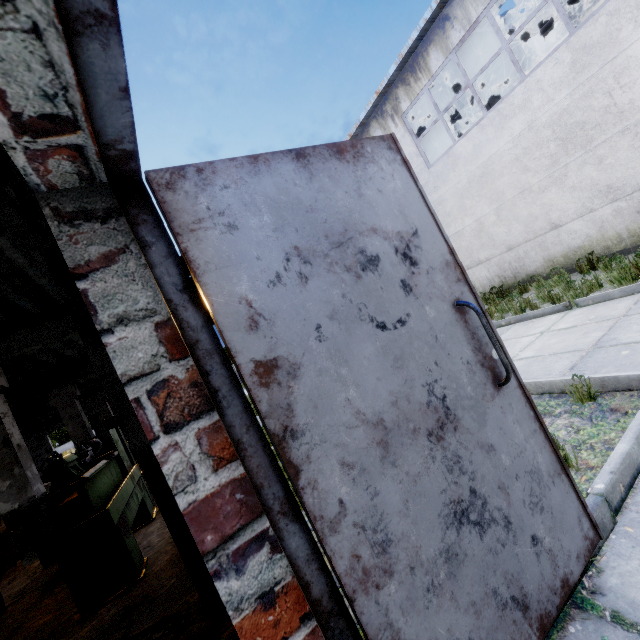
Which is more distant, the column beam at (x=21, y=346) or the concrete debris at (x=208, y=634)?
the column beam at (x=21, y=346)

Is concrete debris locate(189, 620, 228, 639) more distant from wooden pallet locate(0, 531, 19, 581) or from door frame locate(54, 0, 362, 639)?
wooden pallet locate(0, 531, 19, 581)

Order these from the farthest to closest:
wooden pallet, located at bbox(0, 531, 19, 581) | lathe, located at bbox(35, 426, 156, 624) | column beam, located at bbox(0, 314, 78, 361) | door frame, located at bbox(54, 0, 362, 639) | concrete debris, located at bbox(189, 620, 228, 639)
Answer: column beam, located at bbox(0, 314, 78, 361)
wooden pallet, located at bbox(0, 531, 19, 581)
lathe, located at bbox(35, 426, 156, 624)
concrete debris, located at bbox(189, 620, 228, 639)
door frame, located at bbox(54, 0, 362, 639)

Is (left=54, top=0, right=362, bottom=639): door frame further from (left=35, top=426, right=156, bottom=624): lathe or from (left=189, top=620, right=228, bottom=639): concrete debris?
(left=35, top=426, right=156, bottom=624): lathe

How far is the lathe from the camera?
3.04m

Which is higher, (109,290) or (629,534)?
(109,290)

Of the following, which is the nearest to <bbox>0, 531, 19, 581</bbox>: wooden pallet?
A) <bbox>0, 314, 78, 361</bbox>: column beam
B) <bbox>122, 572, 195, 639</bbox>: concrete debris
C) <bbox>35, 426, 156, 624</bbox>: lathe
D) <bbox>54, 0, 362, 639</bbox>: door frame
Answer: <bbox>0, 314, 78, 361</bbox>: column beam

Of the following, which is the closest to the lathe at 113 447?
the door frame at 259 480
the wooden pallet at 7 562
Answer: the wooden pallet at 7 562
